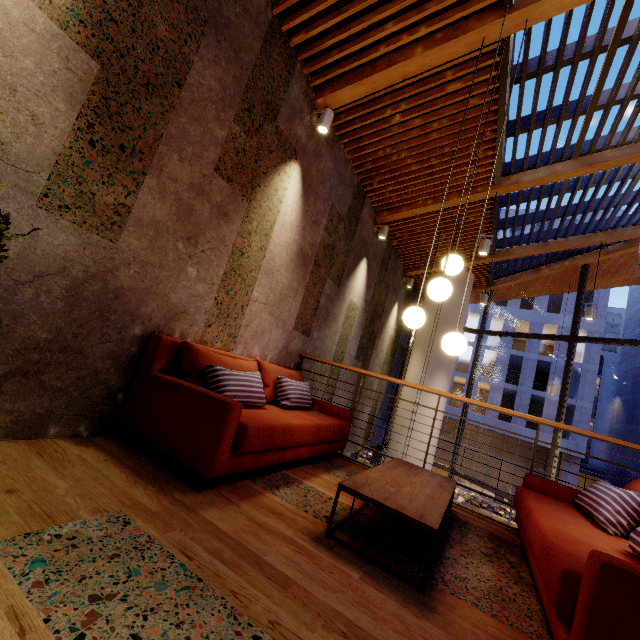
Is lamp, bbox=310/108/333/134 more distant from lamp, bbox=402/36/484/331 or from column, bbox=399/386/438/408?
column, bbox=399/386/438/408

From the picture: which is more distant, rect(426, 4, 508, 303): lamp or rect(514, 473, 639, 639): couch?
rect(426, 4, 508, 303): lamp

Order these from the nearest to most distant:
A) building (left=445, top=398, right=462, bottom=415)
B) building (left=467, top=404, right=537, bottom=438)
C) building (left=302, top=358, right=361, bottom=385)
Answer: building (left=302, top=358, right=361, bottom=385) < building (left=467, top=404, right=537, bottom=438) < building (left=445, top=398, right=462, bottom=415)

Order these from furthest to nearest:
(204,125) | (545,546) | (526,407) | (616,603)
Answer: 1. (526,407)
2. (204,125)
3. (545,546)
4. (616,603)

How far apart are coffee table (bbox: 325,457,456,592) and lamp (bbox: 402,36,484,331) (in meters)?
1.05

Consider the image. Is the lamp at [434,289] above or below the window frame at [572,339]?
below

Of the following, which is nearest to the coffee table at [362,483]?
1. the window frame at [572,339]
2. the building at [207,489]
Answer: Result: the building at [207,489]

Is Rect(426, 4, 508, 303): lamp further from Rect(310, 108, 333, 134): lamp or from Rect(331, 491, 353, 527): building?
Rect(310, 108, 333, 134): lamp
